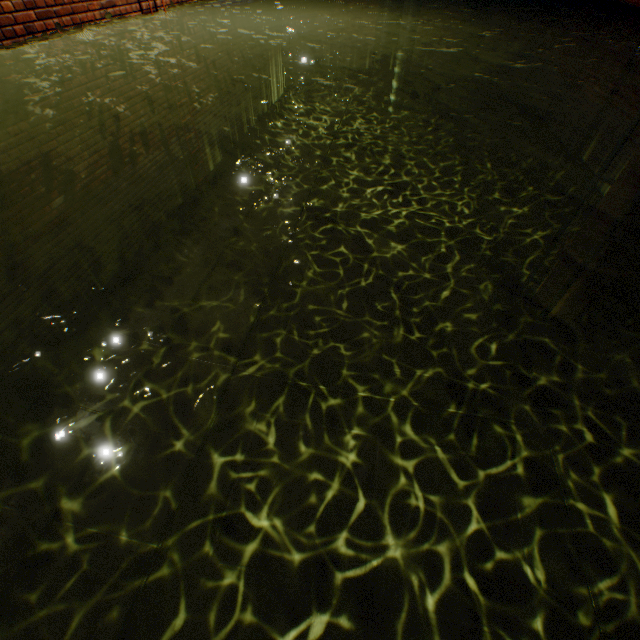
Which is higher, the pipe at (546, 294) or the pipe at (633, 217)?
the pipe at (633, 217)

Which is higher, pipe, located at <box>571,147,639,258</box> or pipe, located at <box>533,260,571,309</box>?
pipe, located at <box>571,147,639,258</box>

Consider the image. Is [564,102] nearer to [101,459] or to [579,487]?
[579,487]

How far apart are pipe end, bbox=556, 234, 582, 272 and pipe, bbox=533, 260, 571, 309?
0.1m

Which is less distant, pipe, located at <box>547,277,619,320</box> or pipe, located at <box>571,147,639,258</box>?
pipe, located at <box>571,147,639,258</box>

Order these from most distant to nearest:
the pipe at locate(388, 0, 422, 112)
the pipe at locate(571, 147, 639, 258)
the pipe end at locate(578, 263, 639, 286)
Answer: the pipe at locate(388, 0, 422, 112) < the pipe end at locate(578, 263, 639, 286) < the pipe at locate(571, 147, 639, 258)

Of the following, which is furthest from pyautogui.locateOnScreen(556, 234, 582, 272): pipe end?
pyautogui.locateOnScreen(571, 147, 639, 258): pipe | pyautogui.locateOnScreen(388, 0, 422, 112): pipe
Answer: pyautogui.locateOnScreen(388, 0, 422, 112): pipe

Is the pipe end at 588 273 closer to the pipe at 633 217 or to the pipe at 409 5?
the pipe at 633 217
